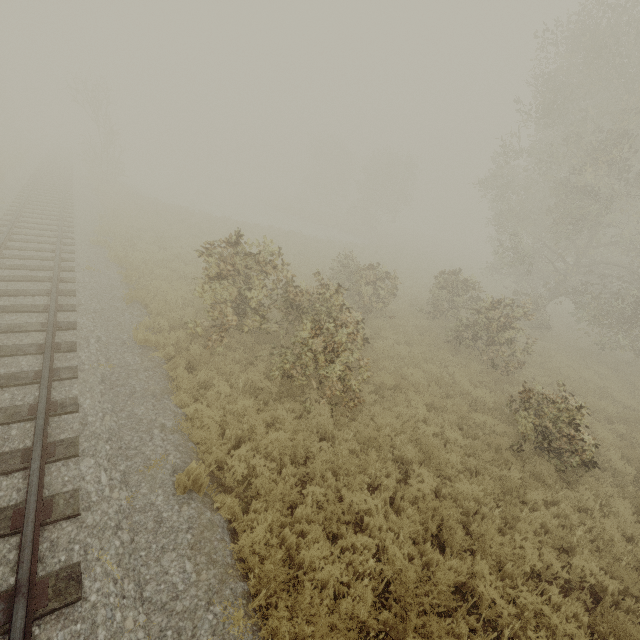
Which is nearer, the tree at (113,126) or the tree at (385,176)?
the tree at (113,126)

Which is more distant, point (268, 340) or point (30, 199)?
point (30, 199)

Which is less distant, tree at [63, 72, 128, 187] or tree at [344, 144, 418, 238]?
tree at [63, 72, 128, 187]

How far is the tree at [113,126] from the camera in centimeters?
2742cm

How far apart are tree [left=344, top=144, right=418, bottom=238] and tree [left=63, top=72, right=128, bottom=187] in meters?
A: 31.3 m

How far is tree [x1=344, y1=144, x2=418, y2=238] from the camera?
42.0 meters

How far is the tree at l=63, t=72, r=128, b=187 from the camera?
27.4 meters
